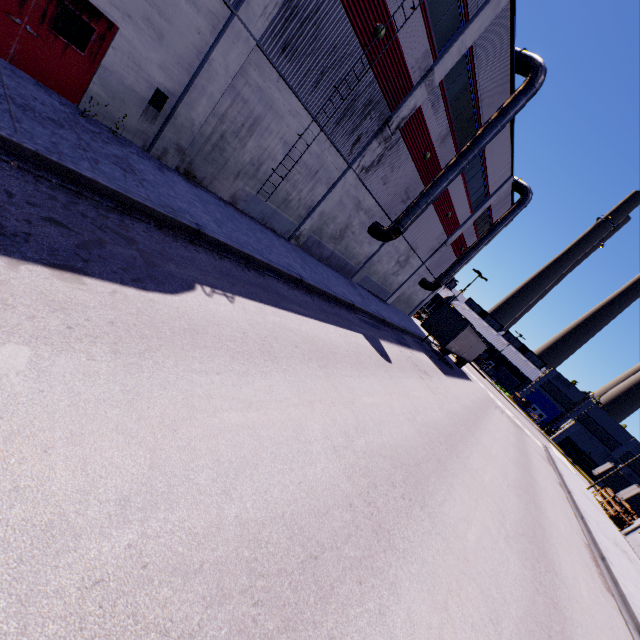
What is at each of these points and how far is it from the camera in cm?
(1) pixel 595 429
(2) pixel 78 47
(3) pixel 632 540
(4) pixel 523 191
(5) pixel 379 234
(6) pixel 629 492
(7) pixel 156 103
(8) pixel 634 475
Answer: (1) building, 5881
(2) door, 838
(3) building, 2562
(4) vent duct, 2902
(5) vent duct, 2055
(6) semi trailer, 3650
(7) electrical box, 990
(8) building, 5522

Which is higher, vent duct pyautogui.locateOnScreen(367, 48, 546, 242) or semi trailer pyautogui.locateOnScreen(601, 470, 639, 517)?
vent duct pyautogui.locateOnScreen(367, 48, 546, 242)

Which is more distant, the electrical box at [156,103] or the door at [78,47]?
the electrical box at [156,103]

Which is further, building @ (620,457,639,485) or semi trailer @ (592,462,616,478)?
building @ (620,457,639,485)

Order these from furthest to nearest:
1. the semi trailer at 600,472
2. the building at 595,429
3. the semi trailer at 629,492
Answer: the building at 595,429 → the semi trailer at 600,472 → the semi trailer at 629,492

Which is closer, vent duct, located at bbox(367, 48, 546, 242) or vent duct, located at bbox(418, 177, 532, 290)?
vent duct, located at bbox(367, 48, 546, 242)

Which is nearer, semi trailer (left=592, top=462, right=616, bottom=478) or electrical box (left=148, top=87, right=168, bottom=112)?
electrical box (left=148, top=87, right=168, bottom=112)

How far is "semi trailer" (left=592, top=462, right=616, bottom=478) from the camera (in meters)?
45.50
